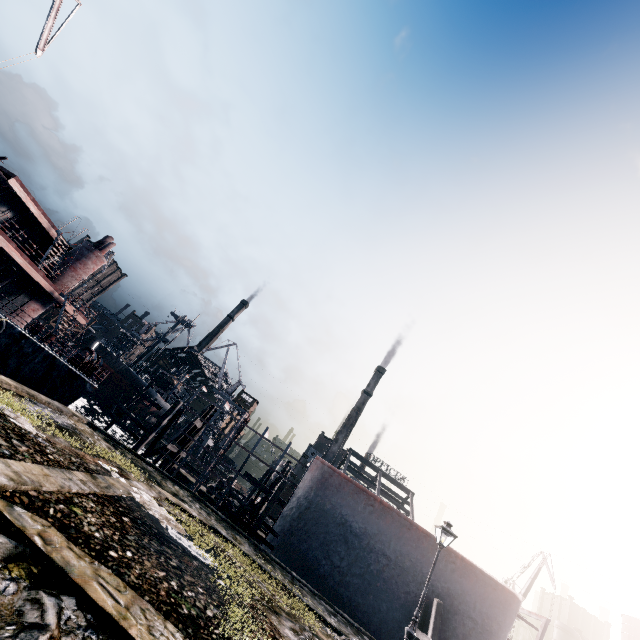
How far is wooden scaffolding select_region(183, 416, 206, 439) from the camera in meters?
28.6 m

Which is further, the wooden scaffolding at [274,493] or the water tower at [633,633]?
the water tower at [633,633]

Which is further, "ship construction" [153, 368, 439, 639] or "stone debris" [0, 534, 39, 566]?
"ship construction" [153, 368, 439, 639]

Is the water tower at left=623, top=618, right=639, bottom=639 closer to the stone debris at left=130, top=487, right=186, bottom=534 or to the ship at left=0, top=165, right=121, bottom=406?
the stone debris at left=130, top=487, right=186, bottom=534

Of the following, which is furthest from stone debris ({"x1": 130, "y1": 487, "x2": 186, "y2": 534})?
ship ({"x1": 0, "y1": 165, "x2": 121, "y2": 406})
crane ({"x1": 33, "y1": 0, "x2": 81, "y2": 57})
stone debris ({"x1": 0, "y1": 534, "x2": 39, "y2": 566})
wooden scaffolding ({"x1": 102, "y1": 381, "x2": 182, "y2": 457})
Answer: crane ({"x1": 33, "y1": 0, "x2": 81, "y2": 57})

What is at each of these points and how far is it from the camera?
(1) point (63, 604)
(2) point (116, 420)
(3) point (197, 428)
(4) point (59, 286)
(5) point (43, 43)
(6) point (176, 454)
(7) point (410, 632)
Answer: (1) stone debris, 3.9 meters
(2) wooden scaffolding, 22.6 meters
(3) wooden scaffolding, 30.6 meters
(4) ship, 26.7 meters
(5) crane, 31.1 meters
(6) wooden scaffolding, 28.8 meters
(7) street light, 12.4 meters

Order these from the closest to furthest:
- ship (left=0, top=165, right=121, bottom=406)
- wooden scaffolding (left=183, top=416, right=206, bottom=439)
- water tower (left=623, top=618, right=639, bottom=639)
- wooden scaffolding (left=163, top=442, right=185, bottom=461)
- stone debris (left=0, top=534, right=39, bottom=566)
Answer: stone debris (left=0, top=534, right=39, bottom=566) → ship (left=0, top=165, right=121, bottom=406) → wooden scaffolding (left=163, top=442, right=185, bottom=461) → wooden scaffolding (left=183, top=416, right=206, bottom=439) → water tower (left=623, top=618, right=639, bottom=639)

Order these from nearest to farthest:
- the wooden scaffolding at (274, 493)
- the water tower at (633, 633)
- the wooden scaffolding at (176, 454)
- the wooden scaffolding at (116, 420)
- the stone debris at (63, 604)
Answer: the stone debris at (63, 604), the wooden scaffolding at (274, 493), the wooden scaffolding at (116, 420), the wooden scaffolding at (176, 454), the water tower at (633, 633)
